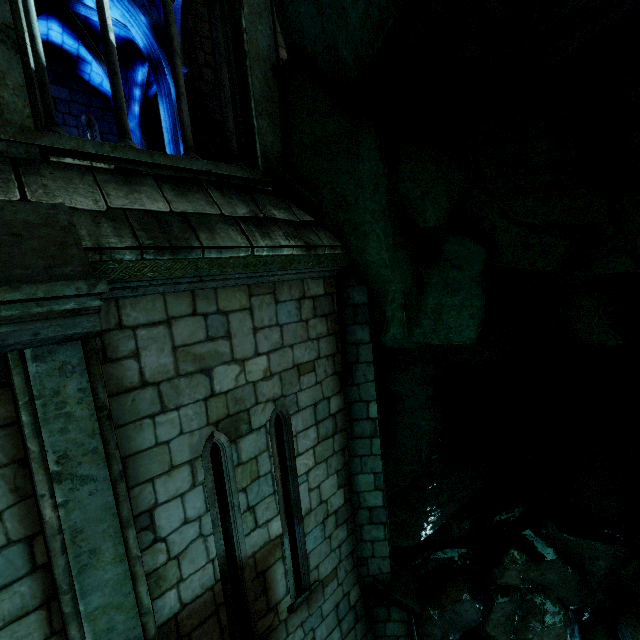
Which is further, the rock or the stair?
the stair

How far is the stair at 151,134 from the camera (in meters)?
9.67

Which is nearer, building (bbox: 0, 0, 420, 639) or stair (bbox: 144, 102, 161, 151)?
building (bbox: 0, 0, 420, 639)

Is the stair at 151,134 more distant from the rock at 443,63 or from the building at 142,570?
the rock at 443,63

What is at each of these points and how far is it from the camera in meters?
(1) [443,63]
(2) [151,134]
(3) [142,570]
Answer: (1) rock, 3.1 m
(2) stair, 9.8 m
(3) building, 2.9 m

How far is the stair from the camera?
9.7 meters

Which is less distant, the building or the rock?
the building

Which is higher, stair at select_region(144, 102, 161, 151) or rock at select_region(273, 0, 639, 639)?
stair at select_region(144, 102, 161, 151)
